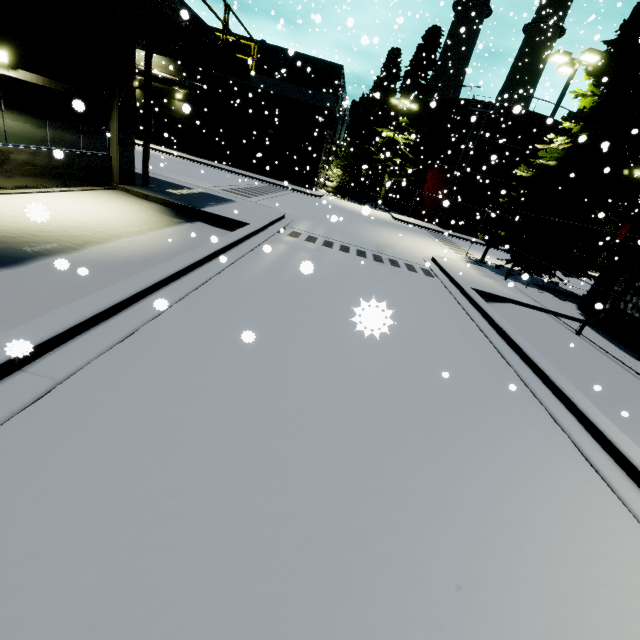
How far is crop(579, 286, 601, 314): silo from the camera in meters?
12.7 m

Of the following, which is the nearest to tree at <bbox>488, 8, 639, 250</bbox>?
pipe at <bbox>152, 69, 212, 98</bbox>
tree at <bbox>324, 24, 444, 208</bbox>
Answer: pipe at <bbox>152, 69, 212, 98</bbox>

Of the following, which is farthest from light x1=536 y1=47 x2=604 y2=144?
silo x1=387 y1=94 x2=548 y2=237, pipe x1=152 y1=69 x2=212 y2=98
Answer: pipe x1=152 y1=69 x2=212 y2=98

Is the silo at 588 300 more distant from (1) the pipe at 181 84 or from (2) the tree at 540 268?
(1) the pipe at 181 84

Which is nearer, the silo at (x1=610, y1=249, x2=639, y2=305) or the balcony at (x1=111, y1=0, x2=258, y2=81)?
the balcony at (x1=111, y1=0, x2=258, y2=81)

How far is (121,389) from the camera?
3.43m

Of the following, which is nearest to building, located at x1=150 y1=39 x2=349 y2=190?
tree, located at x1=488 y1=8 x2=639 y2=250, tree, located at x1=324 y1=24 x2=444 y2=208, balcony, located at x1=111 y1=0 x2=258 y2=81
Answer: balcony, located at x1=111 y1=0 x2=258 y2=81

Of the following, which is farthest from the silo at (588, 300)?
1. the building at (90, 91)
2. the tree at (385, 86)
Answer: the tree at (385, 86)
